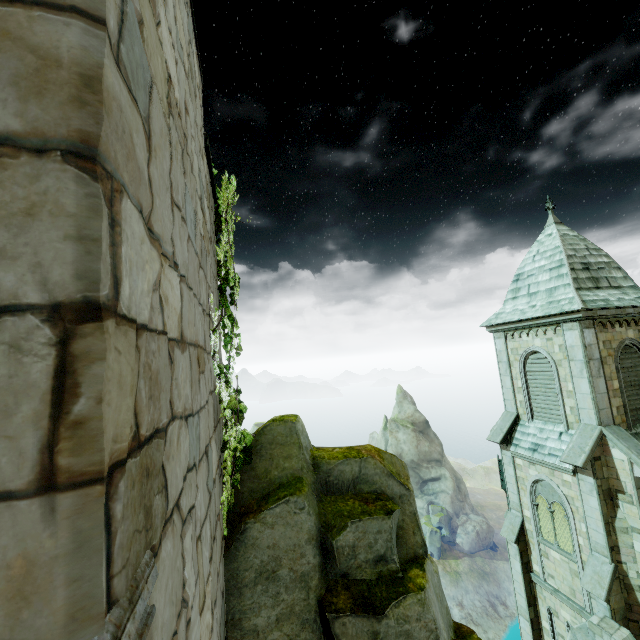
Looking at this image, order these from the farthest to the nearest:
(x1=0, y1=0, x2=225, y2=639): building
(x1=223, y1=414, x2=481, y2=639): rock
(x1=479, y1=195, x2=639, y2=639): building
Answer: (x1=479, y1=195, x2=639, y2=639): building, (x1=223, y1=414, x2=481, y2=639): rock, (x1=0, y1=0, x2=225, y2=639): building

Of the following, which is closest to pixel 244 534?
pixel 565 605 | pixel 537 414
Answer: pixel 537 414

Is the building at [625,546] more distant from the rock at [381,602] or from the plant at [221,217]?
the plant at [221,217]

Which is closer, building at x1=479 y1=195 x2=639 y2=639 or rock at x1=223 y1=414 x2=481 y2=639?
rock at x1=223 y1=414 x2=481 y2=639

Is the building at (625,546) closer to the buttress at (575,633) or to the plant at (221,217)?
the buttress at (575,633)

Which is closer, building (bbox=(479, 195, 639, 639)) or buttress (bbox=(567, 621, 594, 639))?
buttress (bbox=(567, 621, 594, 639))

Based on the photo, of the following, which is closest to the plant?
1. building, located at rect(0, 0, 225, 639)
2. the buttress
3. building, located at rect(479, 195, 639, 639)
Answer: building, located at rect(0, 0, 225, 639)
